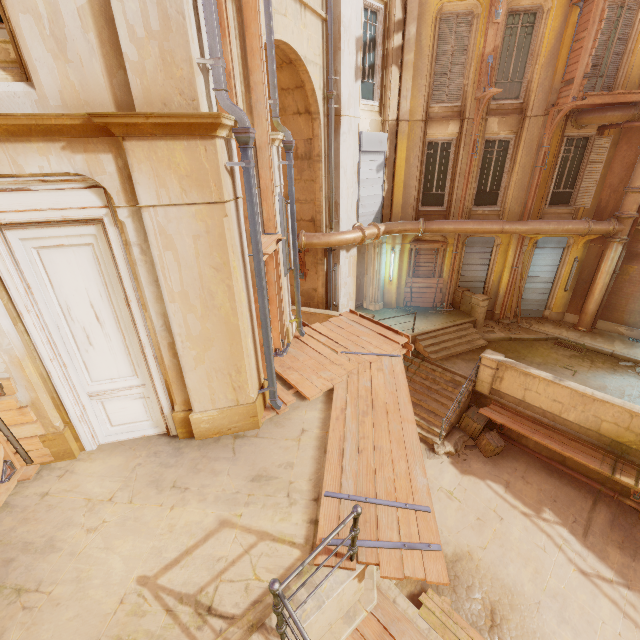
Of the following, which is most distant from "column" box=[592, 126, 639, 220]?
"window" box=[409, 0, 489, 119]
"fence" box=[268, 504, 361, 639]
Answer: "fence" box=[268, 504, 361, 639]

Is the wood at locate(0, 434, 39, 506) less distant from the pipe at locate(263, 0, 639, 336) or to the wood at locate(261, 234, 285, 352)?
the wood at locate(261, 234, 285, 352)

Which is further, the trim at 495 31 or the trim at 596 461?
the trim at 495 31

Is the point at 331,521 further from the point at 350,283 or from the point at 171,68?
the point at 350,283

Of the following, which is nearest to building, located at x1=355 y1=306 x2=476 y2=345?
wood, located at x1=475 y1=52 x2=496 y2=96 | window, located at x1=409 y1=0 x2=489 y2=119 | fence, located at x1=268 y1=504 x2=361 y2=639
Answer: fence, located at x1=268 y1=504 x2=361 y2=639

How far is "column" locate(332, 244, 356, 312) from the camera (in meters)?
12.37

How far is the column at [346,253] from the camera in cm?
1237

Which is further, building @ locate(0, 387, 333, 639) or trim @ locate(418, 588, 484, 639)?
trim @ locate(418, 588, 484, 639)
